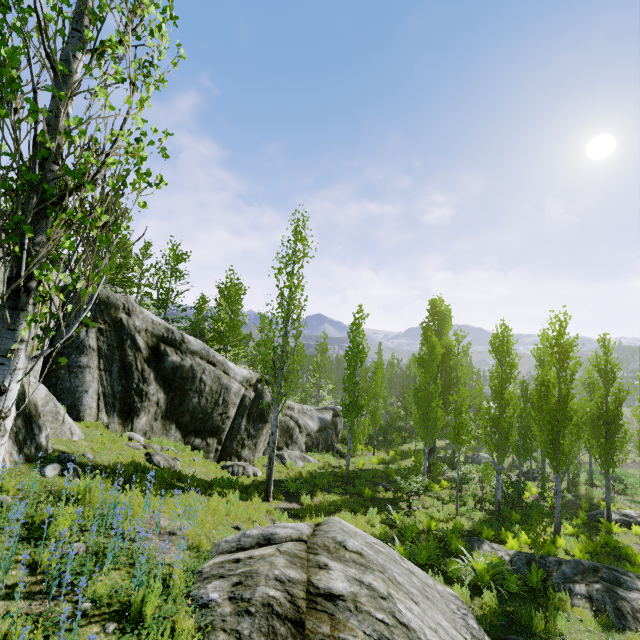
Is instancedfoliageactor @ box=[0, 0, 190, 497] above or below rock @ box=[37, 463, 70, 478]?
above

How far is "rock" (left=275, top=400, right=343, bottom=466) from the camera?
19.14m

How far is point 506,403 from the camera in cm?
1644

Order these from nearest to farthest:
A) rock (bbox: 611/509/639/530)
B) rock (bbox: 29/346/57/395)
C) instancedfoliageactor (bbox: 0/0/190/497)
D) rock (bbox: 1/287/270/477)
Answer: instancedfoliageactor (bbox: 0/0/190/497) → rock (bbox: 29/346/57/395) → rock (bbox: 1/287/270/477) → rock (bbox: 611/509/639/530)

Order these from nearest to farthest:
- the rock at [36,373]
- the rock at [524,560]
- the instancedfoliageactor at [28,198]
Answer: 1. the instancedfoliageactor at [28,198]
2. the rock at [36,373]
3. the rock at [524,560]

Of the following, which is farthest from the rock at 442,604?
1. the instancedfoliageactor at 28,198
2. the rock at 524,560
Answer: the rock at 524,560

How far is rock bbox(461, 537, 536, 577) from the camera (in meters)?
10.56

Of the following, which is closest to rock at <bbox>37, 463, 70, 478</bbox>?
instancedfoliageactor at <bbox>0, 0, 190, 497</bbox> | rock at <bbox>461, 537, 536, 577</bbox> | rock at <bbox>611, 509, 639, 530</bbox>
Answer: instancedfoliageactor at <bbox>0, 0, 190, 497</bbox>
